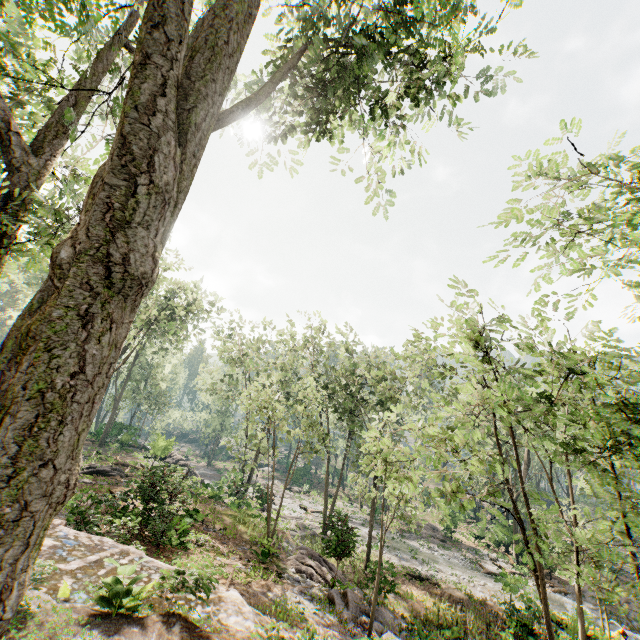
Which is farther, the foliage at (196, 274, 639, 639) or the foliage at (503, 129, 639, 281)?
the foliage at (503, 129, 639, 281)

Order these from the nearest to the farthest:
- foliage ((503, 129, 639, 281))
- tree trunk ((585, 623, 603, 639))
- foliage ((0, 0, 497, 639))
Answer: foliage ((0, 0, 497, 639)) → foliage ((503, 129, 639, 281)) → tree trunk ((585, 623, 603, 639))

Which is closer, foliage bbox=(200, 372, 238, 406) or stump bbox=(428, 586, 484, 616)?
stump bbox=(428, 586, 484, 616)

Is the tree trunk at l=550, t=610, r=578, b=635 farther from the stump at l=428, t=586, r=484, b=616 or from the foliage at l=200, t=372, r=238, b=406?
the stump at l=428, t=586, r=484, b=616

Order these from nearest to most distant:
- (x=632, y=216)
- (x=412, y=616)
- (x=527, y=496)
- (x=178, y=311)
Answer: (x=632, y=216) < (x=412, y=616) < (x=178, y=311) < (x=527, y=496)

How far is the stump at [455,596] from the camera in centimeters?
1824cm

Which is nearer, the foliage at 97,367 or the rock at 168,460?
the foliage at 97,367

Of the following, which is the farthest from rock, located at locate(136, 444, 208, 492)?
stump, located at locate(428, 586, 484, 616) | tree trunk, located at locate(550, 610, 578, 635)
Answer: tree trunk, located at locate(550, 610, 578, 635)
